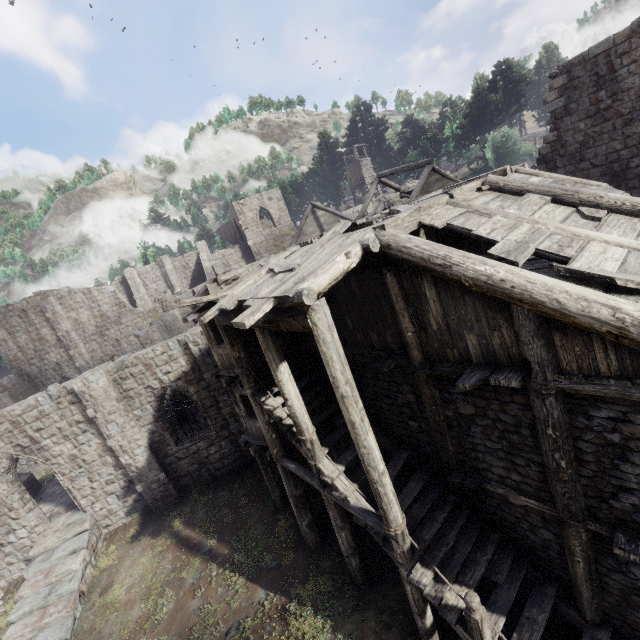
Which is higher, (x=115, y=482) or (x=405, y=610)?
(x=115, y=482)
